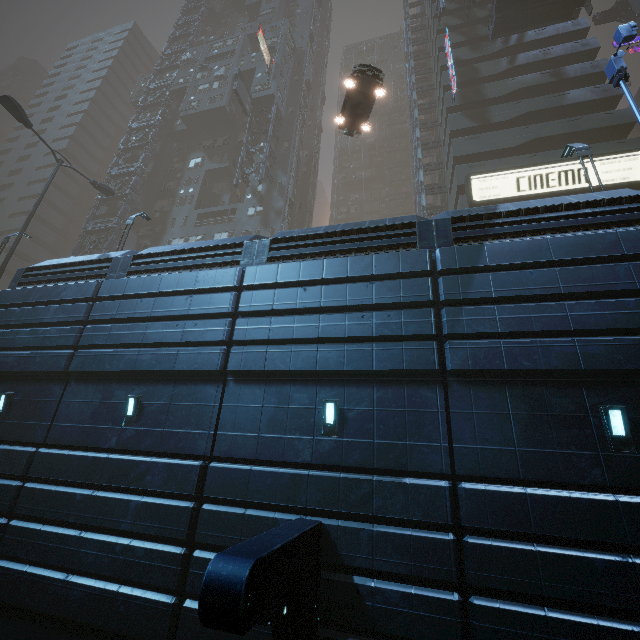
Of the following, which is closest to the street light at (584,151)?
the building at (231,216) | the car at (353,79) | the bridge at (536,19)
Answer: the building at (231,216)

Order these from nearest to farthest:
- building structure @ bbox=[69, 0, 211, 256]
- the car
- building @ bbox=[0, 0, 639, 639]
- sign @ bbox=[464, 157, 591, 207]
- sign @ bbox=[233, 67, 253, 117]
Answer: building @ bbox=[0, 0, 639, 639] < the car < sign @ bbox=[464, 157, 591, 207] < sign @ bbox=[233, 67, 253, 117] < building structure @ bbox=[69, 0, 211, 256]

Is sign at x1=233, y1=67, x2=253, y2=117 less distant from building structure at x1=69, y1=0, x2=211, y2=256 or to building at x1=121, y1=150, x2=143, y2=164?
building at x1=121, y1=150, x2=143, y2=164

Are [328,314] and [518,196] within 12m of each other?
no

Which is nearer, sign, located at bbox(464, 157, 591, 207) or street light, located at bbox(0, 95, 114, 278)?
street light, located at bbox(0, 95, 114, 278)

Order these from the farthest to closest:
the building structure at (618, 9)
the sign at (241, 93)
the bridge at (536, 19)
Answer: the building structure at (618, 9) < the sign at (241, 93) < the bridge at (536, 19)

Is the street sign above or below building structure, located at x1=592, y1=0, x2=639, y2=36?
below

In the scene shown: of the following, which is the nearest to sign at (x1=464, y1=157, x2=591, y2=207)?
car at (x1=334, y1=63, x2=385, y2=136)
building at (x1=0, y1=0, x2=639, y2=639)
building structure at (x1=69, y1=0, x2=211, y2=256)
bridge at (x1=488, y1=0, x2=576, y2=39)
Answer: building at (x1=0, y1=0, x2=639, y2=639)
